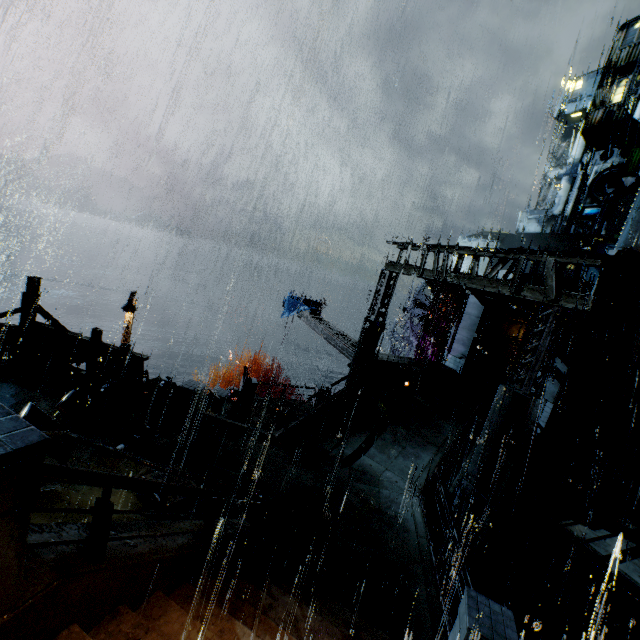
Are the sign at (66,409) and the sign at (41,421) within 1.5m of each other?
yes

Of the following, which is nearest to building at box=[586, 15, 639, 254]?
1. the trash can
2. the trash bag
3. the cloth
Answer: the cloth

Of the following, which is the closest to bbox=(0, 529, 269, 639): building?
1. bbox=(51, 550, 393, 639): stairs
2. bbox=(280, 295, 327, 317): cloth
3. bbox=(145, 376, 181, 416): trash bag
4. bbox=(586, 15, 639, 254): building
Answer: bbox=(51, 550, 393, 639): stairs

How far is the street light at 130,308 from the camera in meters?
19.6 m

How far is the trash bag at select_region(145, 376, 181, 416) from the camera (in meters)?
11.38

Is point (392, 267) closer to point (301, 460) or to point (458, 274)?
point (458, 274)

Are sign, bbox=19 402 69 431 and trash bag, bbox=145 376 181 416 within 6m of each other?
yes

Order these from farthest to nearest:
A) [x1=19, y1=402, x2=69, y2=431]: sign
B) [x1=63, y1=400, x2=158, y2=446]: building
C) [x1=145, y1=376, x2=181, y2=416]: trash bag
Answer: [x1=145, y1=376, x2=181, y2=416]: trash bag → [x1=63, y1=400, x2=158, y2=446]: building → [x1=19, y1=402, x2=69, y2=431]: sign
